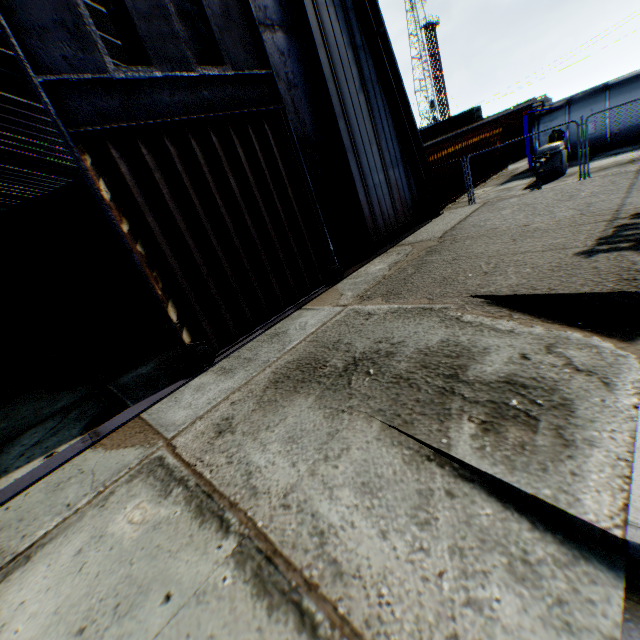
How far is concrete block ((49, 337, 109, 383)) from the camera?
8.5 meters

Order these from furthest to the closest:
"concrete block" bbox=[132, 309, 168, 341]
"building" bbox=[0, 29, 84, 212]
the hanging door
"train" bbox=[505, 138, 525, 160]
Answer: "train" bbox=[505, 138, 525, 160], "building" bbox=[0, 29, 84, 212], "concrete block" bbox=[132, 309, 168, 341], the hanging door

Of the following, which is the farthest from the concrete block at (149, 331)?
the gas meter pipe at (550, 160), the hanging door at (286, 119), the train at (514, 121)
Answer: the train at (514, 121)

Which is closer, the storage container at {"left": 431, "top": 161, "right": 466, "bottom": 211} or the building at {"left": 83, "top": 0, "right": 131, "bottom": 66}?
the building at {"left": 83, "top": 0, "right": 131, "bottom": 66}

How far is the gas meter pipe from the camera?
13.0m

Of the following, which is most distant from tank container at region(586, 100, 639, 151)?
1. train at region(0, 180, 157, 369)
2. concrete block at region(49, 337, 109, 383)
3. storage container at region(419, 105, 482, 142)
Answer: storage container at region(419, 105, 482, 142)

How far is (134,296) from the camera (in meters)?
8.86

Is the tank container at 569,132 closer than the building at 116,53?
No
